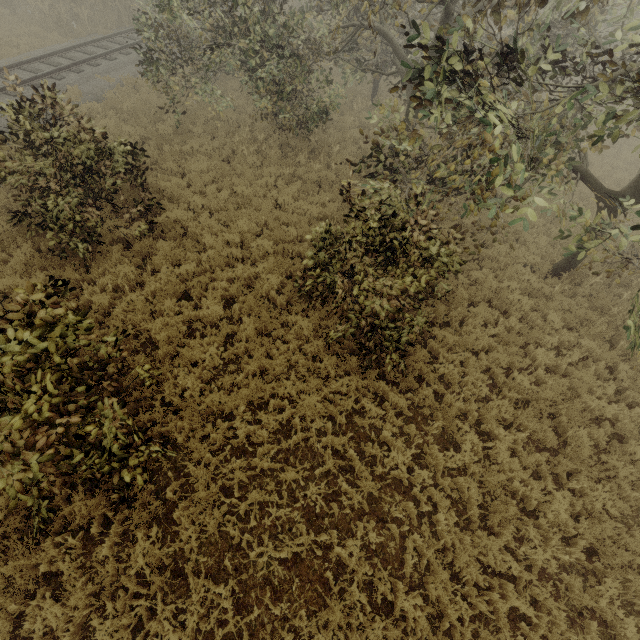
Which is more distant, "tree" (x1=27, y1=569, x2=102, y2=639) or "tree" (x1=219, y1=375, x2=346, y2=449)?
"tree" (x1=219, y1=375, x2=346, y2=449)

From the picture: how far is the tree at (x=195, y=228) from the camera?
Result: 9.52m

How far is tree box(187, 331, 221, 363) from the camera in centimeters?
694cm

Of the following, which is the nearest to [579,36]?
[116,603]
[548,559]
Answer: [548,559]

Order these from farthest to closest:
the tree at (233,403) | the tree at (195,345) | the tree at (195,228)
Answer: the tree at (195,228) < the tree at (195,345) < the tree at (233,403)

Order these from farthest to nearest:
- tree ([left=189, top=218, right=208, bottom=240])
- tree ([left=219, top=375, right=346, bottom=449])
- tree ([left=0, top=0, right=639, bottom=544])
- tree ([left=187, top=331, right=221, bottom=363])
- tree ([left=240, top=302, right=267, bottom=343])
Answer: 1. tree ([left=189, top=218, right=208, bottom=240])
2. tree ([left=240, top=302, right=267, bottom=343])
3. tree ([left=187, top=331, right=221, bottom=363])
4. tree ([left=219, top=375, right=346, bottom=449])
5. tree ([left=0, top=0, right=639, bottom=544])
